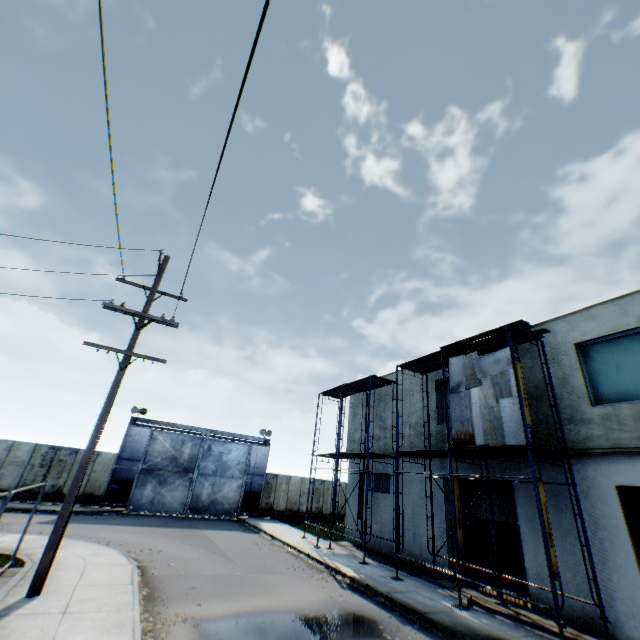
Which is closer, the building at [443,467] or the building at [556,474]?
the building at [556,474]

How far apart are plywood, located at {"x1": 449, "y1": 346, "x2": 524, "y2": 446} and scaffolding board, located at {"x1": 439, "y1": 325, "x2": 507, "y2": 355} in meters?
0.5

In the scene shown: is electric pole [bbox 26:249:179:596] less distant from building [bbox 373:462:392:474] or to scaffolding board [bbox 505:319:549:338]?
scaffolding board [bbox 505:319:549:338]

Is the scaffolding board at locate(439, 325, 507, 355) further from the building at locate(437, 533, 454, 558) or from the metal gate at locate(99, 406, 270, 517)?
the metal gate at locate(99, 406, 270, 517)

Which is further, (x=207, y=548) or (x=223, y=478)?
(x=223, y=478)

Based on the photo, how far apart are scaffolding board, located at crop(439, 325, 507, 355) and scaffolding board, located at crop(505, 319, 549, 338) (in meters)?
0.11

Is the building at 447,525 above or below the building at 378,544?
above

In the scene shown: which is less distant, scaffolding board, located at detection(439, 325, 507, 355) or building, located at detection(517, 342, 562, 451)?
building, located at detection(517, 342, 562, 451)
